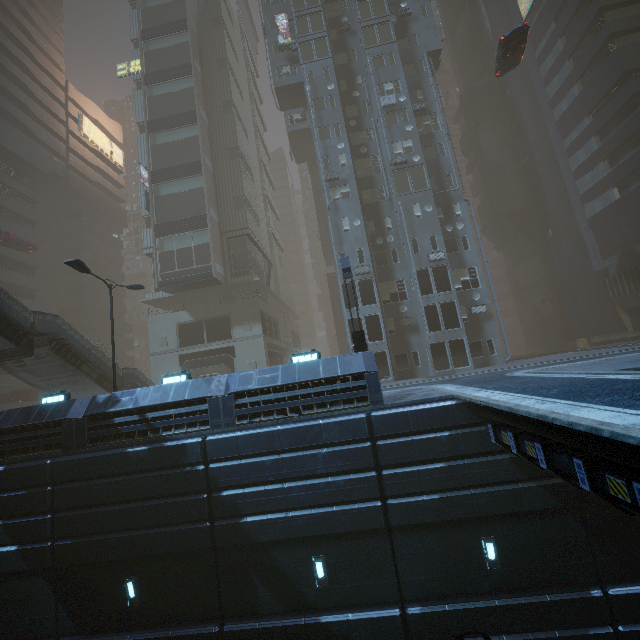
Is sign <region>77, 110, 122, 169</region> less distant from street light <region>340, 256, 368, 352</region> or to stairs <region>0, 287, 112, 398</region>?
stairs <region>0, 287, 112, 398</region>

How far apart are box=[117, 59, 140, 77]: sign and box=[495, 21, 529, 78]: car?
36.8 meters

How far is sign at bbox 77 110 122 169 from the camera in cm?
5097

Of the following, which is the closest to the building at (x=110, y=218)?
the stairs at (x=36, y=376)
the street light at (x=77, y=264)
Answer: the street light at (x=77, y=264)

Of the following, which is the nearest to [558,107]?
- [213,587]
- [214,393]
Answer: [214,393]

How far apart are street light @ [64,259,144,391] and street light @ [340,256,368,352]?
11.3m

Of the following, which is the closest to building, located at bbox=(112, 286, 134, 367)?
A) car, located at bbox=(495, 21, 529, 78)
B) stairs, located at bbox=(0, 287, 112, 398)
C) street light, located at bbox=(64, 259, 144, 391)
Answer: street light, located at bbox=(64, 259, 144, 391)

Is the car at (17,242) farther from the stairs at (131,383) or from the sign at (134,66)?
the sign at (134,66)
